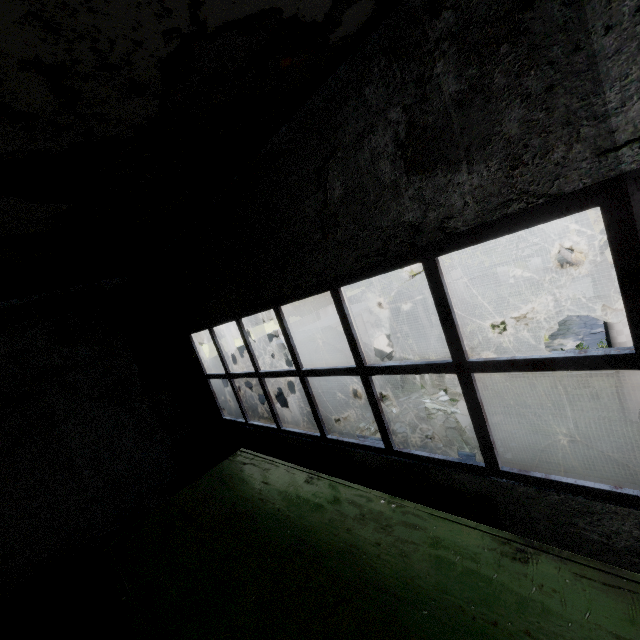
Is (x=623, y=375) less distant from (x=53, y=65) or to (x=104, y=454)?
(x=53, y=65)

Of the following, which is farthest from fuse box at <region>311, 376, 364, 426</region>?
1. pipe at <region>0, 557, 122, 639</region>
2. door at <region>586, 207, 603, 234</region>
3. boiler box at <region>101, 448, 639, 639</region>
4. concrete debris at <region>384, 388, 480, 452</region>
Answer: door at <region>586, 207, 603, 234</region>

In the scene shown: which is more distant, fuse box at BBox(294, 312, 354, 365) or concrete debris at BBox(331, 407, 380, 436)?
fuse box at BBox(294, 312, 354, 365)

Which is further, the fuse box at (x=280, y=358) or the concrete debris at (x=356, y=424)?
the fuse box at (x=280, y=358)

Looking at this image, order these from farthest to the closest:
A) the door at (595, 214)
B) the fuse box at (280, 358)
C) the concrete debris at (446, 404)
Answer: the door at (595, 214), the fuse box at (280, 358), the concrete debris at (446, 404)

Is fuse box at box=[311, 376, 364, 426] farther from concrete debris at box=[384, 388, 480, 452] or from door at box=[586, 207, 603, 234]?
door at box=[586, 207, 603, 234]

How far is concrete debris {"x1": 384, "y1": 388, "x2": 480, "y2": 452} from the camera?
7.92m

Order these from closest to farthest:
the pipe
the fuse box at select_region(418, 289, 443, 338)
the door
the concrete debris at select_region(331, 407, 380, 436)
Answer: the pipe
the concrete debris at select_region(331, 407, 380, 436)
the fuse box at select_region(418, 289, 443, 338)
the door
